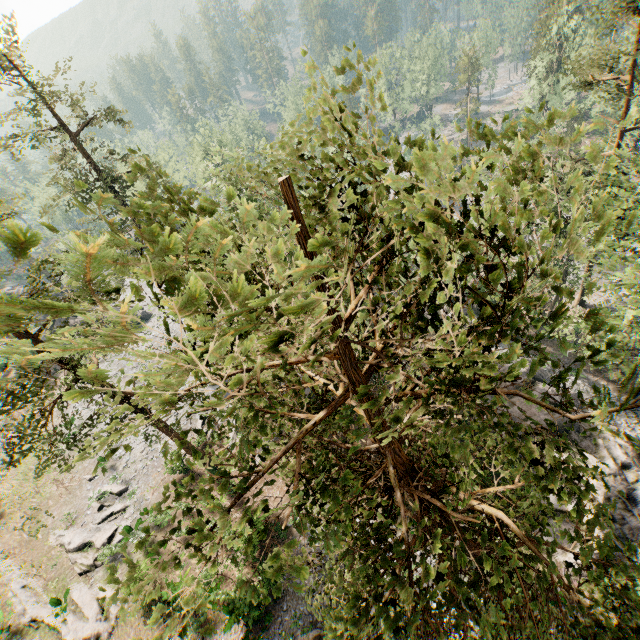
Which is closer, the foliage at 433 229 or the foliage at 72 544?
the foliage at 433 229

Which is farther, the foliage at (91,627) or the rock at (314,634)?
the foliage at (91,627)

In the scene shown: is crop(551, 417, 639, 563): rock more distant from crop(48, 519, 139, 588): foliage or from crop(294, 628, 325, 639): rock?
crop(294, 628, 325, 639): rock

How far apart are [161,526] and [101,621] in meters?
5.5

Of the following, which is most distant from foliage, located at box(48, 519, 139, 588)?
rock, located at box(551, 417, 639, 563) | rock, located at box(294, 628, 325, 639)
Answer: rock, located at box(294, 628, 325, 639)
